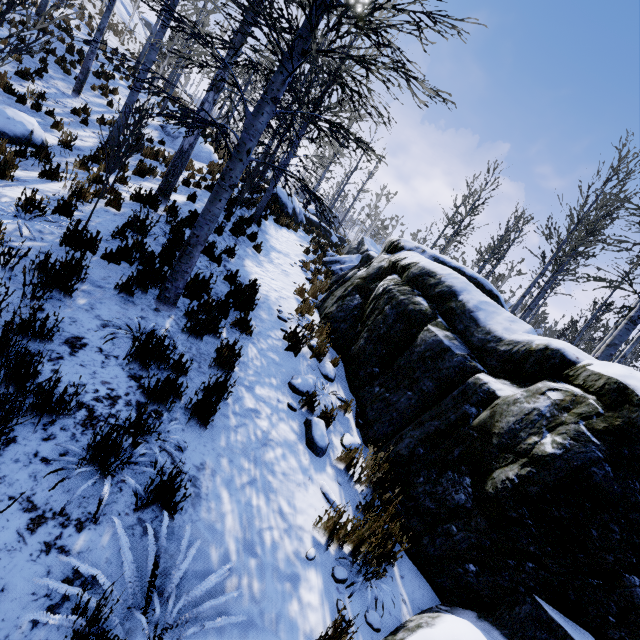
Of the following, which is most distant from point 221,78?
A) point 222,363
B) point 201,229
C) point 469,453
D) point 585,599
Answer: point 585,599

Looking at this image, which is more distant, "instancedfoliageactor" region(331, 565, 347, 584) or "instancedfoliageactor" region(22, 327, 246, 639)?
"instancedfoliageactor" region(331, 565, 347, 584)

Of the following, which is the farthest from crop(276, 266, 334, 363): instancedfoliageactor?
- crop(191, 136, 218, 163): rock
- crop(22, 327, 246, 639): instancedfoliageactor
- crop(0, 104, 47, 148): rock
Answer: crop(191, 136, 218, 163): rock

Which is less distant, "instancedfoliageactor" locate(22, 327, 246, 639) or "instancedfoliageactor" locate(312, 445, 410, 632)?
"instancedfoliageactor" locate(22, 327, 246, 639)

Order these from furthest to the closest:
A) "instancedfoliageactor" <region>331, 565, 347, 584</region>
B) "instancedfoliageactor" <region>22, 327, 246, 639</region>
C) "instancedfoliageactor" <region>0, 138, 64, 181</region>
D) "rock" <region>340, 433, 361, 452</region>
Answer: "instancedfoliageactor" <region>0, 138, 64, 181</region>, "rock" <region>340, 433, 361, 452</region>, "instancedfoliageactor" <region>331, 565, 347, 584</region>, "instancedfoliageactor" <region>22, 327, 246, 639</region>

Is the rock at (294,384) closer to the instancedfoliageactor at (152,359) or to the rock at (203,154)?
the instancedfoliageactor at (152,359)

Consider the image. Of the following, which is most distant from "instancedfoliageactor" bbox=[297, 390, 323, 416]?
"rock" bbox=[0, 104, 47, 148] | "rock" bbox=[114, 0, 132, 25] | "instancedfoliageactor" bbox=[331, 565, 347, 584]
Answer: "rock" bbox=[114, 0, 132, 25]

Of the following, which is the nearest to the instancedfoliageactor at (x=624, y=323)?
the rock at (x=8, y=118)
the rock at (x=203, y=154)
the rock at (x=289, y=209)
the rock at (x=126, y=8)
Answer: the rock at (x=289, y=209)
